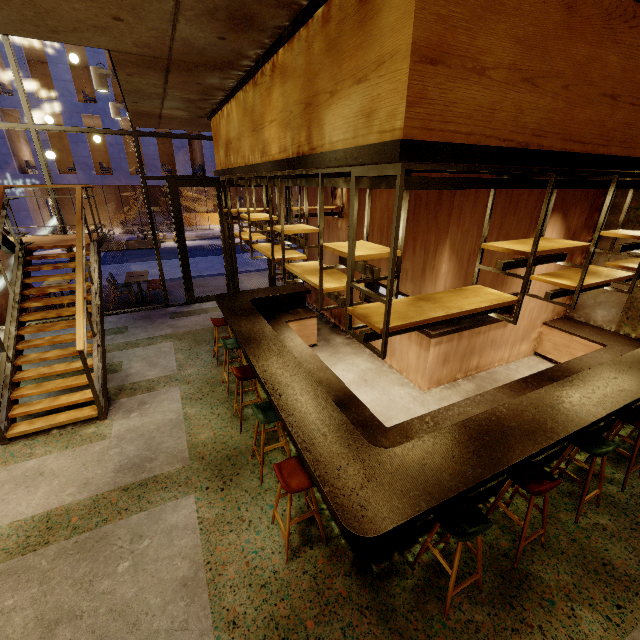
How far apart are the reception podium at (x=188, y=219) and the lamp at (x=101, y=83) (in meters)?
27.01

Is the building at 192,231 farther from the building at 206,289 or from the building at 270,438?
the building at 270,438

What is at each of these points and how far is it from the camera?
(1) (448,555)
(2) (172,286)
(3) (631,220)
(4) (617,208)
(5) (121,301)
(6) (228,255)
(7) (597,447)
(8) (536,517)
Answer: (1) building, 3.3m
(2) building, 11.6m
(3) building, 5.9m
(4) building, 6.0m
(5) building, 10.1m
(6) door, 9.9m
(7) chair, 3.4m
(8) building, 3.7m

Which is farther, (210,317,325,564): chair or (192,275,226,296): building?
(192,275,226,296): building

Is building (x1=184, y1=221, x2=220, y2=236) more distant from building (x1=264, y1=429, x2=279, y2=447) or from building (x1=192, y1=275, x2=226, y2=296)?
building (x1=264, y1=429, x2=279, y2=447)

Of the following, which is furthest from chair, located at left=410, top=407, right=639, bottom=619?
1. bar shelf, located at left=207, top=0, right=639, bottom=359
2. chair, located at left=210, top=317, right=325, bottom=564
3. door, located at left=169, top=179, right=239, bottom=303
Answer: door, located at left=169, top=179, right=239, bottom=303

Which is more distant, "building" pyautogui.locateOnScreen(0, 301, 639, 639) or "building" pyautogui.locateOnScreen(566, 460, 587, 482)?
"building" pyautogui.locateOnScreen(566, 460, 587, 482)

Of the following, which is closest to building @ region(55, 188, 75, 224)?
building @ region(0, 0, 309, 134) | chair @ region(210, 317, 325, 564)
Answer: building @ region(0, 0, 309, 134)
